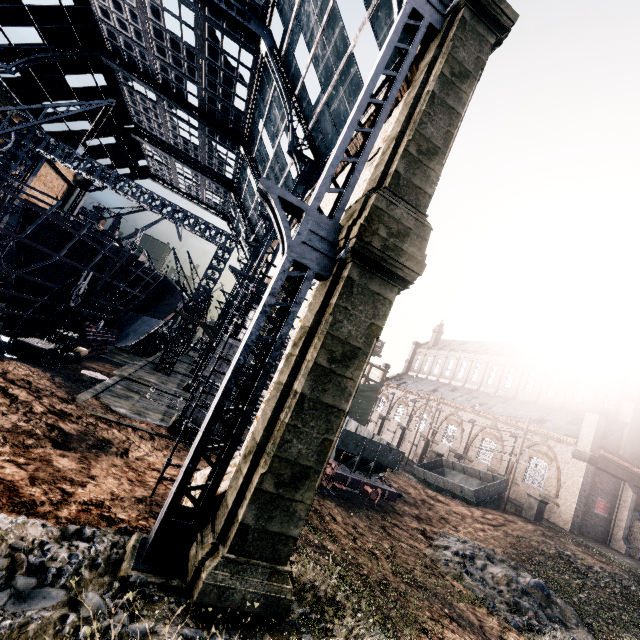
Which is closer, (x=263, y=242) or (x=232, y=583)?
(x=232, y=583)

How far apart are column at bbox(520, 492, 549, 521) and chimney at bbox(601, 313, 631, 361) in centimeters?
1921cm

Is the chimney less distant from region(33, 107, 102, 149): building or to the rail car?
region(33, 107, 102, 149): building

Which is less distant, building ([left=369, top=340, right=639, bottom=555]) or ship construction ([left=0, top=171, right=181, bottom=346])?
ship construction ([left=0, top=171, right=181, bottom=346])

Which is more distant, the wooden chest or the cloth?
the cloth

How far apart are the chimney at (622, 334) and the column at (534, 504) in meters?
19.2 m

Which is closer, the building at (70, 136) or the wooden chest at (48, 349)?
the wooden chest at (48, 349)

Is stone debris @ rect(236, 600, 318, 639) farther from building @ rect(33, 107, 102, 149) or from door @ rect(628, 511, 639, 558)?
door @ rect(628, 511, 639, 558)
